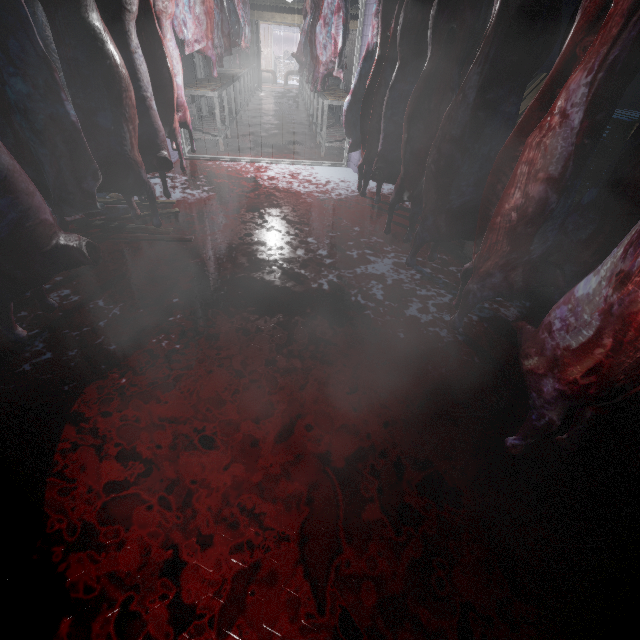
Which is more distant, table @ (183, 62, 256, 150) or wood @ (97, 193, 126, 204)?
table @ (183, 62, 256, 150)

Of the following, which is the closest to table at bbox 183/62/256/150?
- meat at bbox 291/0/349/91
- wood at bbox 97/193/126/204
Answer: meat at bbox 291/0/349/91

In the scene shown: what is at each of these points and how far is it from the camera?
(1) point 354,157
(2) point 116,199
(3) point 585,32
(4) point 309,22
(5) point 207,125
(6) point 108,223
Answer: (1) door, 4.7 meters
(2) wood, 3.2 meters
(3) meat, 1.1 meters
(4) meat, 7.4 meters
(5) table, 5.7 meters
(6) wood, 2.9 meters

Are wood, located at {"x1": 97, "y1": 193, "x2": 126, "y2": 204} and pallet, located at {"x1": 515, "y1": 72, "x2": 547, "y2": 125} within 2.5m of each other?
no

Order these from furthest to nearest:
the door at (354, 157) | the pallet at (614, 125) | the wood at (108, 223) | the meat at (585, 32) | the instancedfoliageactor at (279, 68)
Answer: the instancedfoliageactor at (279, 68) < the door at (354, 157) < the pallet at (614, 125) < the wood at (108, 223) < the meat at (585, 32)

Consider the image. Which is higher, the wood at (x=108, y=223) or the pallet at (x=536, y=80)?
the pallet at (x=536, y=80)

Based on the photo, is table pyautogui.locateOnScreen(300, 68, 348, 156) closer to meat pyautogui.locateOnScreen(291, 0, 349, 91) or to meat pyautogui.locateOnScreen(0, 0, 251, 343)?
meat pyautogui.locateOnScreen(291, 0, 349, 91)

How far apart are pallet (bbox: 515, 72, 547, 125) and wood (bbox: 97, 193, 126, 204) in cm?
344
